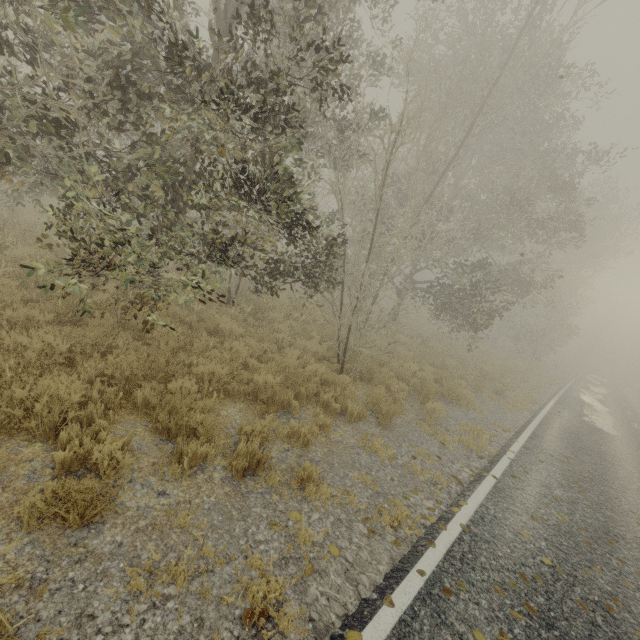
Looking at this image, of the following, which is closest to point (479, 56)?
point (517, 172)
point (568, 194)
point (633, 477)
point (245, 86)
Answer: point (517, 172)
